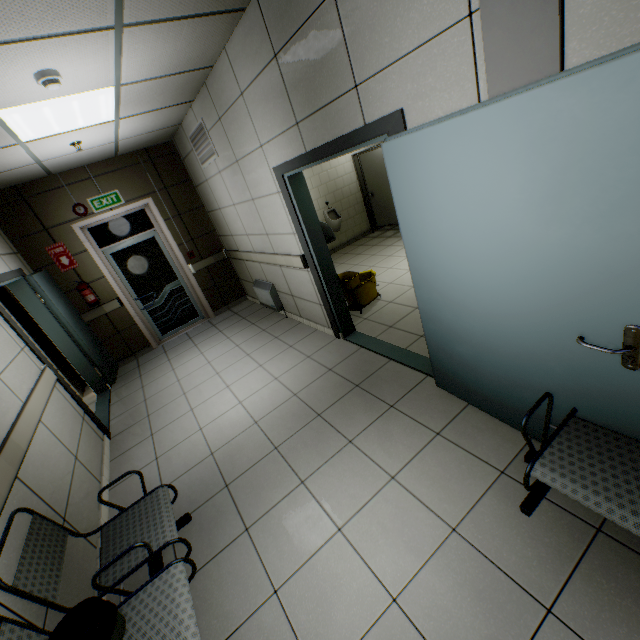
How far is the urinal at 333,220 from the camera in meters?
7.7

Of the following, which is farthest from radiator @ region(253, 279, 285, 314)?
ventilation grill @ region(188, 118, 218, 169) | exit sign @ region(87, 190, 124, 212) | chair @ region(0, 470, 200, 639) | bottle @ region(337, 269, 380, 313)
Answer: chair @ region(0, 470, 200, 639)

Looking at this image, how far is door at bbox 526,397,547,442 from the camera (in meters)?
1.95

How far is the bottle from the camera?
4.4 meters

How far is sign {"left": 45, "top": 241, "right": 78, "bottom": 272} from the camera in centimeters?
526cm

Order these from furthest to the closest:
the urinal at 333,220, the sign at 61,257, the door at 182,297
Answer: the urinal at 333,220, the door at 182,297, the sign at 61,257

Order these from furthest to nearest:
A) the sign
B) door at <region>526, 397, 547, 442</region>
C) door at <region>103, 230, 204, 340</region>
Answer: door at <region>103, 230, 204, 340</region> → the sign → door at <region>526, 397, 547, 442</region>

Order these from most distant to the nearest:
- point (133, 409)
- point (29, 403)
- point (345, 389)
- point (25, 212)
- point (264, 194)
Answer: point (25, 212)
point (133, 409)
point (264, 194)
point (345, 389)
point (29, 403)
